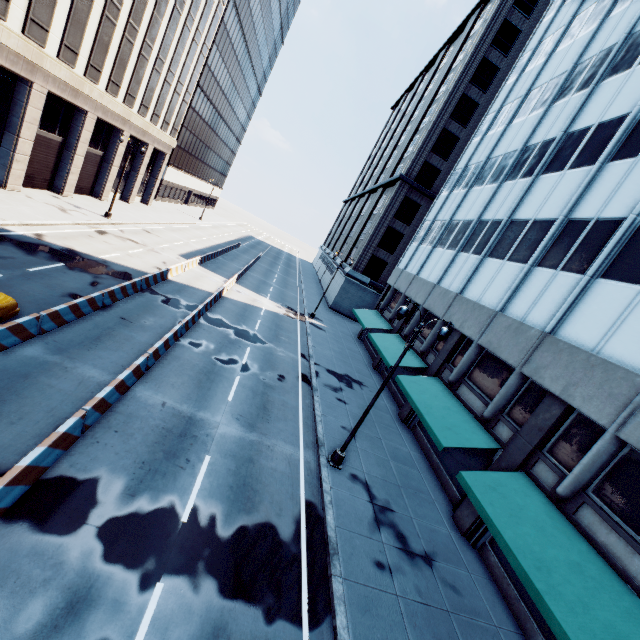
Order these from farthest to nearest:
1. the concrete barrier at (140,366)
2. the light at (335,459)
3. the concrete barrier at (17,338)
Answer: the light at (335,459) → the concrete barrier at (17,338) → the concrete barrier at (140,366)

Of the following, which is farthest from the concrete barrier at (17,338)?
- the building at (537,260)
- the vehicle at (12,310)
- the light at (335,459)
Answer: the building at (537,260)

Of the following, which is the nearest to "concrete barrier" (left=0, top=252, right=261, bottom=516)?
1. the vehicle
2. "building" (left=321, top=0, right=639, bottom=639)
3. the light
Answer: the vehicle

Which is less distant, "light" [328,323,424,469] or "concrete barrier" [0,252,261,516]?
"concrete barrier" [0,252,261,516]

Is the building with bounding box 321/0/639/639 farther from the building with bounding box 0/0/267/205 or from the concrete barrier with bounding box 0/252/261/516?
the building with bounding box 0/0/267/205

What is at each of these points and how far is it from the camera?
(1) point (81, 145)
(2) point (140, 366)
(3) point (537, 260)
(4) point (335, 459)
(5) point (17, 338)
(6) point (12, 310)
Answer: (1) building, 28.6m
(2) concrete barrier, 12.3m
(3) building, 16.5m
(4) light, 13.4m
(5) concrete barrier, 11.0m
(6) vehicle, 11.5m

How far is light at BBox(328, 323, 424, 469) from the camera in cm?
1221
